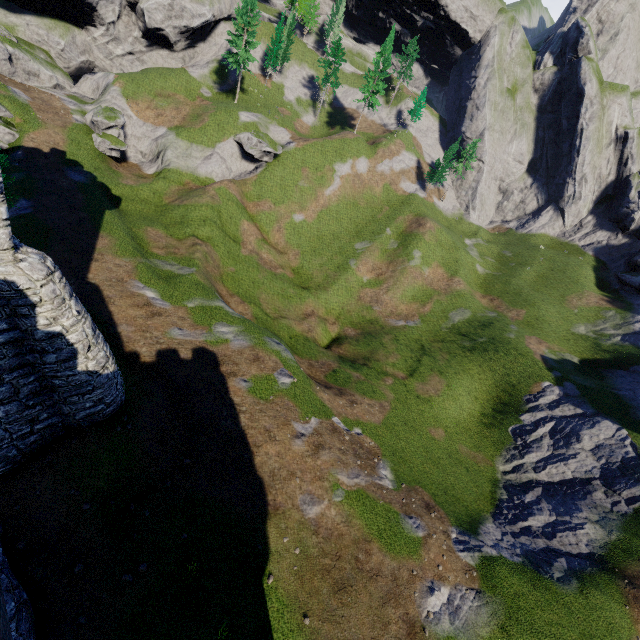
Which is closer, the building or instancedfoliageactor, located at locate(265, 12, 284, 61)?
the building

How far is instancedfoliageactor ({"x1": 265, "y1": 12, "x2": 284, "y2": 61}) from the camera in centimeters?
5739cm

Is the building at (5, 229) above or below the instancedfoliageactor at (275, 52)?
below

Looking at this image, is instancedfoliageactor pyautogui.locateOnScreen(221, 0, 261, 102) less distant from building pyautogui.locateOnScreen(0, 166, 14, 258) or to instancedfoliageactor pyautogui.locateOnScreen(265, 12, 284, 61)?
Result: instancedfoliageactor pyautogui.locateOnScreen(265, 12, 284, 61)

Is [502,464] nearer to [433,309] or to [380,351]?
[380,351]

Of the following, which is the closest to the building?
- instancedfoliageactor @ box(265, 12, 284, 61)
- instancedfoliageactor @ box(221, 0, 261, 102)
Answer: instancedfoliageactor @ box(221, 0, 261, 102)

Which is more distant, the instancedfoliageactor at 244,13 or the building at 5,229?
the instancedfoliageactor at 244,13
